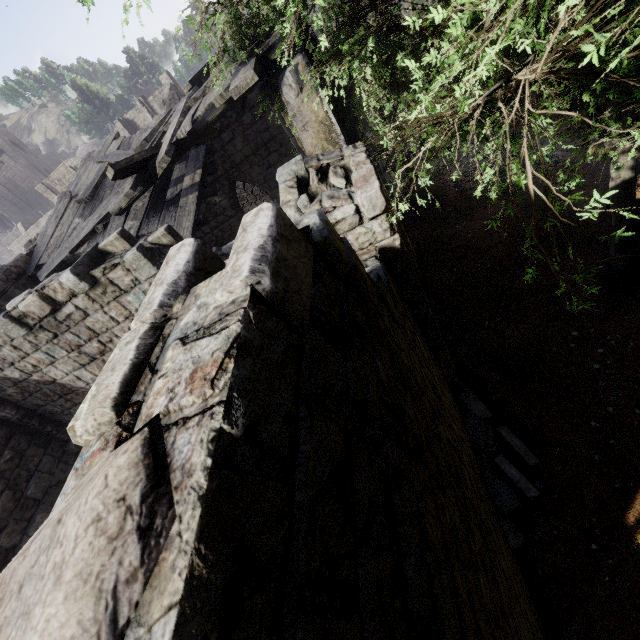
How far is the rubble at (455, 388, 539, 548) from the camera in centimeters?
559cm

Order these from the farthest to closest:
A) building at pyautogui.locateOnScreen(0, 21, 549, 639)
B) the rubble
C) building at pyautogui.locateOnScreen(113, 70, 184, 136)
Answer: building at pyautogui.locateOnScreen(113, 70, 184, 136) < the rubble < building at pyautogui.locateOnScreen(0, 21, 549, 639)

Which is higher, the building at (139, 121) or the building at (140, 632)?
the building at (139, 121)

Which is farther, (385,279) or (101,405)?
(385,279)

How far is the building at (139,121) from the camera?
41.59m

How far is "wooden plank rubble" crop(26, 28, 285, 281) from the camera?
6.45m

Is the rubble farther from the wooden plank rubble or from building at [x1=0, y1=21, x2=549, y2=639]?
the wooden plank rubble
